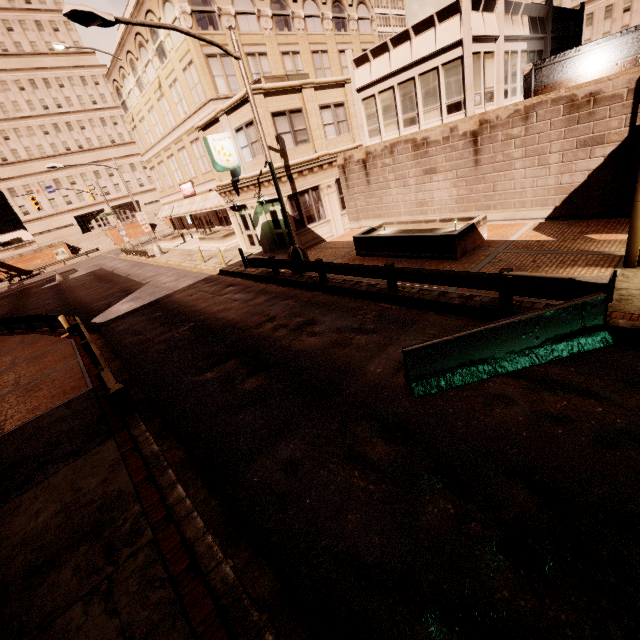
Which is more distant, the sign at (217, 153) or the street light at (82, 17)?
the sign at (217, 153)

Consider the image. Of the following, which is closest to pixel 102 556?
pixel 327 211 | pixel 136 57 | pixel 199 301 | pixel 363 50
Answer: pixel 199 301

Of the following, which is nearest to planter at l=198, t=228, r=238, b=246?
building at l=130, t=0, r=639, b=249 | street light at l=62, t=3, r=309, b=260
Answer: building at l=130, t=0, r=639, b=249

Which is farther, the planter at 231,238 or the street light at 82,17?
the planter at 231,238

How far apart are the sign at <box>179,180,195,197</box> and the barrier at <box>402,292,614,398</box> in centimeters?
3266cm

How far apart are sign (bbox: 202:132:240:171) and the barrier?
16.36m

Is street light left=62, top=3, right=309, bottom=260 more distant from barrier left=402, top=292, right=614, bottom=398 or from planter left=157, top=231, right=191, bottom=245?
planter left=157, top=231, right=191, bottom=245

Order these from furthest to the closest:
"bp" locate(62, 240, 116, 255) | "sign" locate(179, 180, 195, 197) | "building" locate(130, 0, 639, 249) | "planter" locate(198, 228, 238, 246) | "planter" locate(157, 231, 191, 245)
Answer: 1. "bp" locate(62, 240, 116, 255)
2. "planter" locate(157, 231, 191, 245)
3. "sign" locate(179, 180, 195, 197)
4. "planter" locate(198, 228, 238, 246)
5. "building" locate(130, 0, 639, 249)
